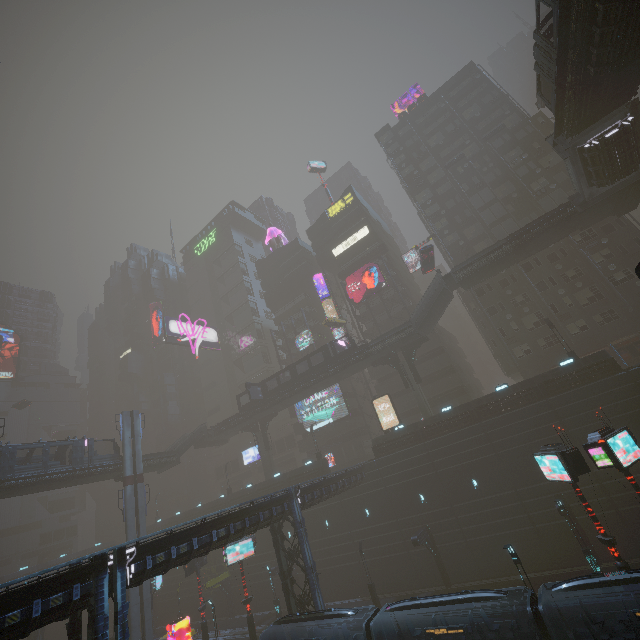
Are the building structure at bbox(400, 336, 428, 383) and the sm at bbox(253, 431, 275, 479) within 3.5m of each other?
no

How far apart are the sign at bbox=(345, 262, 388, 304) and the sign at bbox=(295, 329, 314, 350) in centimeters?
900cm

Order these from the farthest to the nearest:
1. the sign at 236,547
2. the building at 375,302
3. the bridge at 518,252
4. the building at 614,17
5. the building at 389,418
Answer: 1. the building at 375,302
2. the building at 389,418
3. the bridge at 518,252
4. the sign at 236,547
5. the building at 614,17

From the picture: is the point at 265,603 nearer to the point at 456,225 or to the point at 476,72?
the point at 456,225

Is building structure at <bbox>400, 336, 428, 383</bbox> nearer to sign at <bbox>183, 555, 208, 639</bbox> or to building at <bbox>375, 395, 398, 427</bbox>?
building at <bbox>375, 395, 398, 427</bbox>

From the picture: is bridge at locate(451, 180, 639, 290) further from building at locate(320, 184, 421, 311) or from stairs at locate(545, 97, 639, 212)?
building at locate(320, 184, 421, 311)

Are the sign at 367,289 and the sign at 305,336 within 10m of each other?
yes

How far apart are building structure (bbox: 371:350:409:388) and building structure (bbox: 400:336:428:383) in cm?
68
